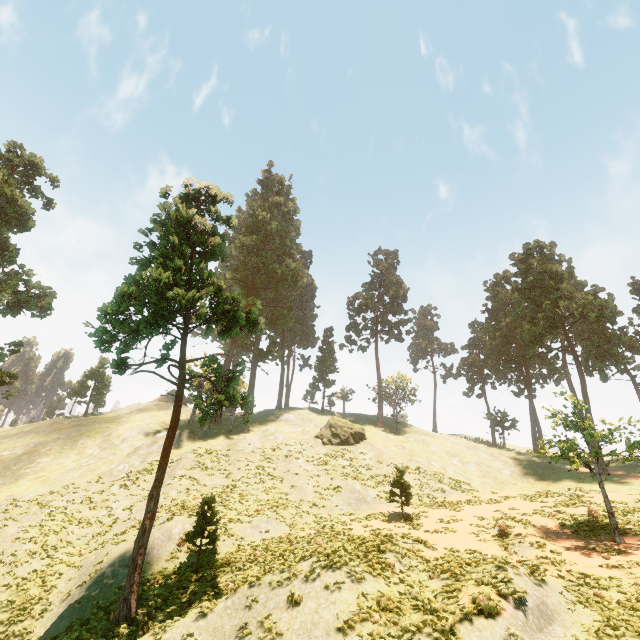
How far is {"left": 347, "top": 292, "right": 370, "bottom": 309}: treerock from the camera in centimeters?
5788cm

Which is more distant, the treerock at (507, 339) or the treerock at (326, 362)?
the treerock at (326, 362)

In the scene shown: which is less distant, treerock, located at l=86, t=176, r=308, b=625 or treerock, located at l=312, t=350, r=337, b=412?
treerock, located at l=86, t=176, r=308, b=625

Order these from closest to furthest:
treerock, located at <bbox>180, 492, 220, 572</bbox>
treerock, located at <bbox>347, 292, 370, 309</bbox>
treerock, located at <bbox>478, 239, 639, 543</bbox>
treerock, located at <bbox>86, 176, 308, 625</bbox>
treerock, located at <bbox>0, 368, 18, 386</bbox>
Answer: treerock, located at <bbox>86, 176, 308, 625</bbox>, treerock, located at <bbox>180, 492, 220, 572</bbox>, treerock, located at <bbox>478, 239, 639, 543</bbox>, treerock, located at <bbox>0, 368, 18, 386</bbox>, treerock, located at <bbox>347, 292, 370, 309</bbox>

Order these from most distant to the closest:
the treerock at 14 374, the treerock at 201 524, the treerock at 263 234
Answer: the treerock at 14 374 < the treerock at 201 524 < the treerock at 263 234

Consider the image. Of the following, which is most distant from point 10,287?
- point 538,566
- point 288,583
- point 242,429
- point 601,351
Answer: point 601,351
